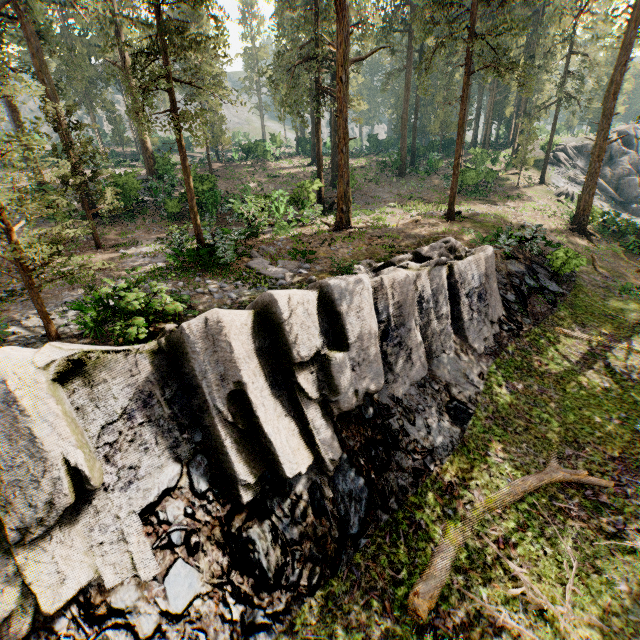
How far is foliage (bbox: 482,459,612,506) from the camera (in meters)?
8.80

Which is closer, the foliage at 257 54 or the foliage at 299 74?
the foliage at 299 74

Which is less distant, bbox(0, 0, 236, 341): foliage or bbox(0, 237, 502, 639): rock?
bbox(0, 237, 502, 639): rock

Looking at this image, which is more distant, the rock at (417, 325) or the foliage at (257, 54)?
the foliage at (257, 54)

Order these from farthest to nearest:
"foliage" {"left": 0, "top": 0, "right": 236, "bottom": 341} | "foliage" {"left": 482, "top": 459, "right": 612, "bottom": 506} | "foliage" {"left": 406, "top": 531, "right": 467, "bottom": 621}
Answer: "foliage" {"left": 482, "top": 459, "right": 612, "bottom": 506} → "foliage" {"left": 0, "top": 0, "right": 236, "bottom": 341} → "foliage" {"left": 406, "top": 531, "right": 467, "bottom": 621}

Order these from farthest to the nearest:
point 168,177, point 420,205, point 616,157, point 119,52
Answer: point 616,157 < point 168,177 < point 420,205 < point 119,52

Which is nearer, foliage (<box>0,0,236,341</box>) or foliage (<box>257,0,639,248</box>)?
foliage (<box>0,0,236,341</box>)

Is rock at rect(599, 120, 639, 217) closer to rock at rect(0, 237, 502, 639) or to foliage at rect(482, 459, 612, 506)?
foliage at rect(482, 459, 612, 506)
